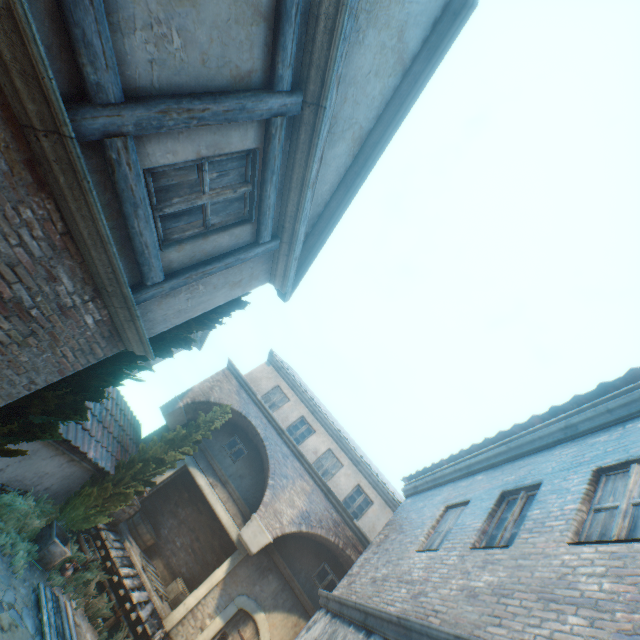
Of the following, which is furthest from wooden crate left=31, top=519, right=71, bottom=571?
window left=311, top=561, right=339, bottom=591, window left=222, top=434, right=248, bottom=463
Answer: window left=311, top=561, right=339, bottom=591

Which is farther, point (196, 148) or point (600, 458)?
point (600, 458)

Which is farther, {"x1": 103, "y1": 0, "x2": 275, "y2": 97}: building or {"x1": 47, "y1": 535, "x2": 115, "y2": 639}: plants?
{"x1": 47, "y1": 535, "x2": 115, "y2": 639}: plants

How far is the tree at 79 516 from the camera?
9.2m

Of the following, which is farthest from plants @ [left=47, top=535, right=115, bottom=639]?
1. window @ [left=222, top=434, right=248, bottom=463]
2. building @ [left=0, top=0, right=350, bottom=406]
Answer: window @ [left=222, top=434, right=248, bottom=463]

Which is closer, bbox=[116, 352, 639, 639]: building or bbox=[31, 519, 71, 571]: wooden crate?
bbox=[116, 352, 639, 639]: building

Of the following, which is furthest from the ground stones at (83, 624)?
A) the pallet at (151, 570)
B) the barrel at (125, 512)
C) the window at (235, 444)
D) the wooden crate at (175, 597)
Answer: the window at (235, 444)

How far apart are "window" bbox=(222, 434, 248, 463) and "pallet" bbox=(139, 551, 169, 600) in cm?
432
